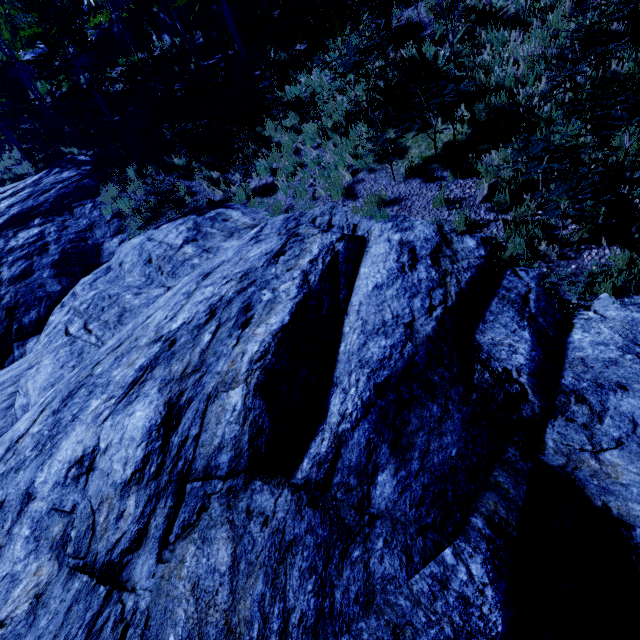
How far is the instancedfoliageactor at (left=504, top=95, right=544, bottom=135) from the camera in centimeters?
553cm

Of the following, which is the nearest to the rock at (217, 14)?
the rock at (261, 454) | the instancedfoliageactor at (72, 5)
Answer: the instancedfoliageactor at (72, 5)

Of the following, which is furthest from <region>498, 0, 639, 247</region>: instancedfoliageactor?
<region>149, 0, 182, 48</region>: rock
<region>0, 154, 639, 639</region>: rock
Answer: <region>149, 0, 182, 48</region>: rock

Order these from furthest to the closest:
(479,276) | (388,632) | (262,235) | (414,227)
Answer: (262,235), (414,227), (479,276), (388,632)

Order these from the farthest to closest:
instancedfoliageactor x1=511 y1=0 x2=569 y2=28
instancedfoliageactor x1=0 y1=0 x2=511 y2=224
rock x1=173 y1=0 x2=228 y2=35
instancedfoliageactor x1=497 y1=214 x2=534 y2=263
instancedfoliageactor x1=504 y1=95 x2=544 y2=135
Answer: rock x1=173 y1=0 x2=228 y2=35
instancedfoliageactor x1=0 y1=0 x2=511 y2=224
instancedfoliageactor x1=511 y1=0 x2=569 y2=28
instancedfoliageactor x1=504 y1=95 x2=544 y2=135
instancedfoliageactor x1=497 y1=214 x2=534 y2=263
